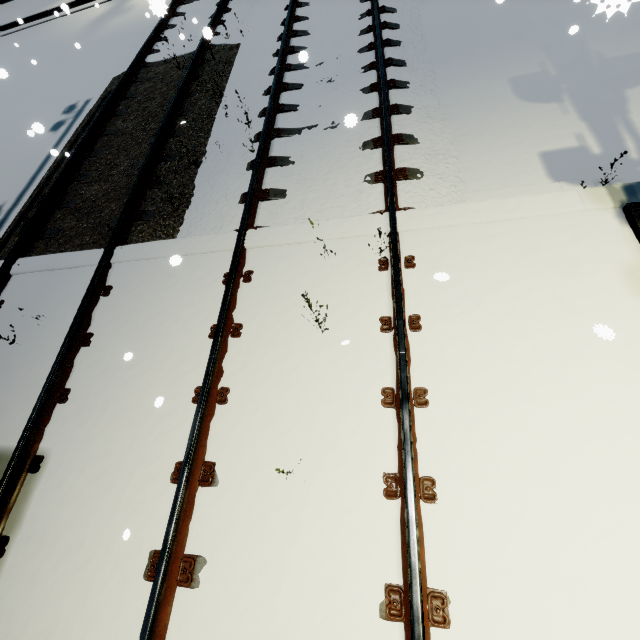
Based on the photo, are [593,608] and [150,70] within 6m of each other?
no
